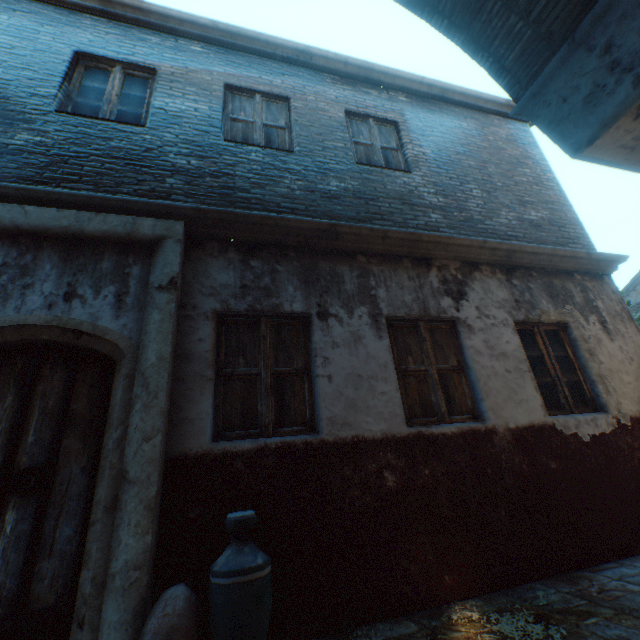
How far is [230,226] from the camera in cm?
377

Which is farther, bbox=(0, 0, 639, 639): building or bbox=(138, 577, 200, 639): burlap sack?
bbox=(0, 0, 639, 639): building

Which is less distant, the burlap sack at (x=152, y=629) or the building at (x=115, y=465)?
the burlap sack at (x=152, y=629)
